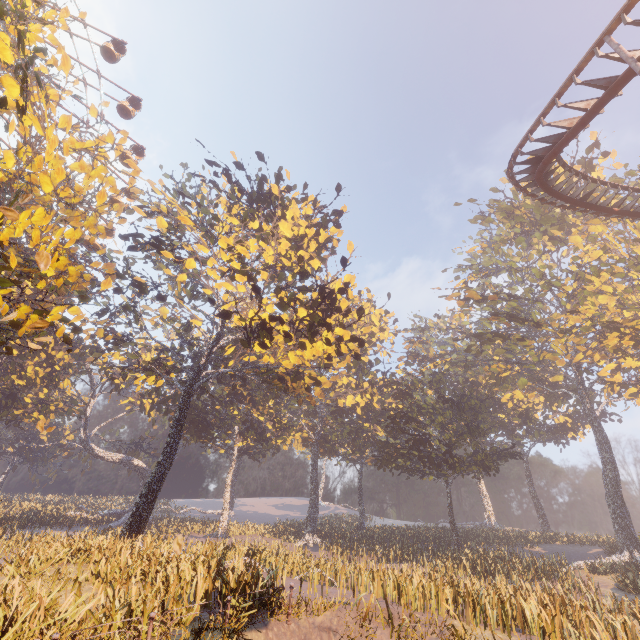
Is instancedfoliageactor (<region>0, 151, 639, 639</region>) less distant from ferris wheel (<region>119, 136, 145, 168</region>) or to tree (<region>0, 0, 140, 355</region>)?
tree (<region>0, 0, 140, 355</region>)

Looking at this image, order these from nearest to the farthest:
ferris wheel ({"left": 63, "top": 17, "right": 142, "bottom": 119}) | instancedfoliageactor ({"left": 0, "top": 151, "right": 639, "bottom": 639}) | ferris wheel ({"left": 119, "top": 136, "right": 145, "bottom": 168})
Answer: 1. instancedfoliageactor ({"left": 0, "top": 151, "right": 639, "bottom": 639})
2. ferris wheel ({"left": 63, "top": 17, "right": 142, "bottom": 119})
3. ferris wheel ({"left": 119, "top": 136, "right": 145, "bottom": 168})

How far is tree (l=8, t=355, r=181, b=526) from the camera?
43.2m

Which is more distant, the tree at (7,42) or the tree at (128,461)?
the tree at (128,461)

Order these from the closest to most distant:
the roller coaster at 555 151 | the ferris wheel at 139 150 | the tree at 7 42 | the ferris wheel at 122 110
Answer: the tree at 7 42 < the roller coaster at 555 151 < the ferris wheel at 122 110 < the ferris wheel at 139 150

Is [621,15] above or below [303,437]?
above

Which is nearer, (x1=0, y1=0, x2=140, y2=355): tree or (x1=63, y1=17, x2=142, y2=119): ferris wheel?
(x1=0, y1=0, x2=140, y2=355): tree

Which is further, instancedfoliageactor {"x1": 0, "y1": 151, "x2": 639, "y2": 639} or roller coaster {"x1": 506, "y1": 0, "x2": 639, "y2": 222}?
instancedfoliageactor {"x1": 0, "y1": 151, "x2": 639, "y2": 639}
